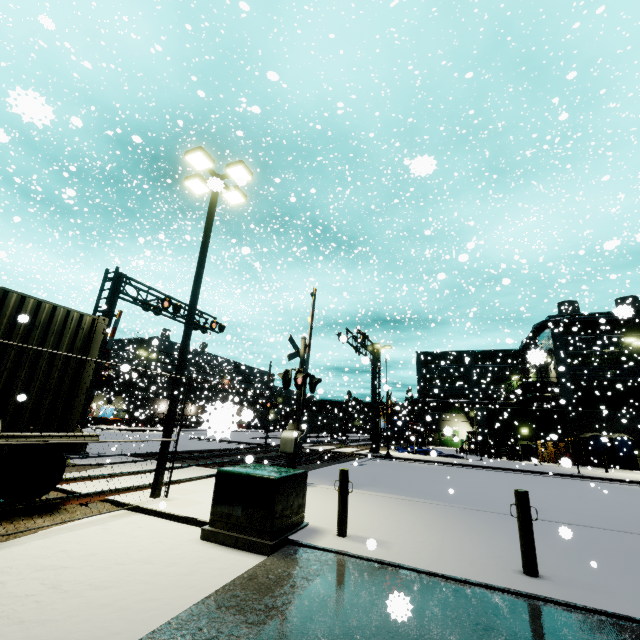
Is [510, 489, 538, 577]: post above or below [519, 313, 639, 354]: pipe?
below

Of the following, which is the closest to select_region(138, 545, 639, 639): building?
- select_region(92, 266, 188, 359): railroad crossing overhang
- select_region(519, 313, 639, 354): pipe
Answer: select_region(519, 313, 639, 354): pipe

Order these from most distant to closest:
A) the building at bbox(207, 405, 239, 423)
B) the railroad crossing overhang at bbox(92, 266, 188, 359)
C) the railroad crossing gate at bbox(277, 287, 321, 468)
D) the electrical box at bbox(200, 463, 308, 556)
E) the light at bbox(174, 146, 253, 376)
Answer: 1. the railroad crossing overhang at bbox(92, 266, 188, 359)
2. the railroad crossing gate at bbox(277, 287, 321, 468)
3. the light at bbox(174, 146, 253, 376)
4. the electrical box at bbox(200, 463, 308, 556)
5. the building at bbox(207, 405, 239, 423)

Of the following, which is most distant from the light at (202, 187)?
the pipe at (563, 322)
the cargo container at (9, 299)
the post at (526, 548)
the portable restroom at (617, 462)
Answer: the portable restroom at (617, 462)

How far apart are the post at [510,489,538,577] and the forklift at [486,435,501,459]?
27.2m

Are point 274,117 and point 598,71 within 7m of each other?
no

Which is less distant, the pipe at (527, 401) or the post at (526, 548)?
the post at (526, 548)

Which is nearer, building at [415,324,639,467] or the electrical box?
the electrical box
